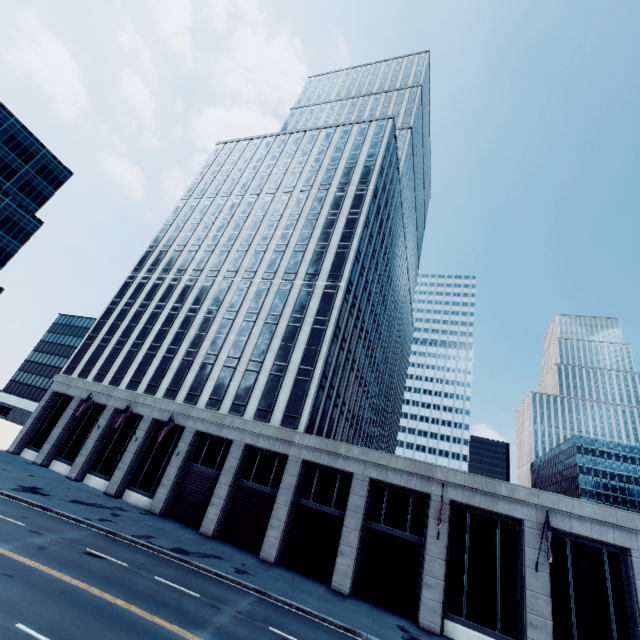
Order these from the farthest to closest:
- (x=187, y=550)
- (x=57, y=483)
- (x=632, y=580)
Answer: (x=57, y=483) → (x=187, y=550) → (x=632, y=580)
